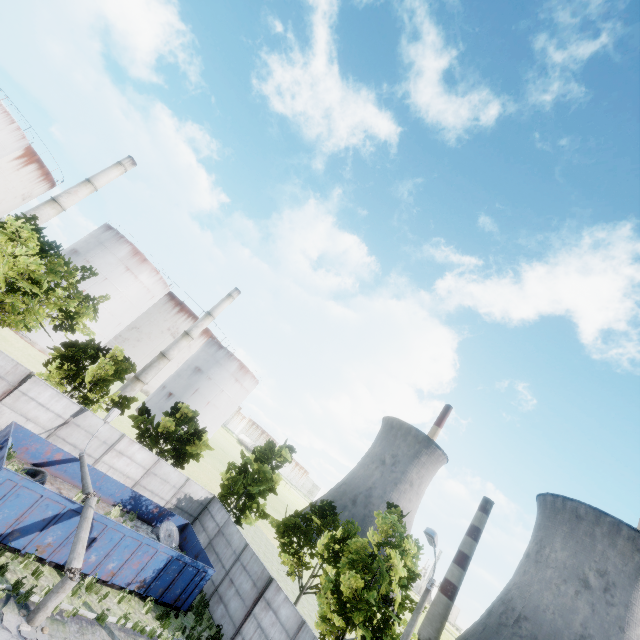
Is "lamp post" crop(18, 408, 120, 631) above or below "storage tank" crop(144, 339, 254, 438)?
below

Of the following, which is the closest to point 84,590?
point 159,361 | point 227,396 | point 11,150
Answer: point 159,361

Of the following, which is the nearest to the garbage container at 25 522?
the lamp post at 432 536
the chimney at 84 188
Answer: the lamp post at 432 536

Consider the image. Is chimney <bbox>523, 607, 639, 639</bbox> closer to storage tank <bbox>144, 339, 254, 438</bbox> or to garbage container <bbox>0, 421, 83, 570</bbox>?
storage tank <bbox>144, 339, 254, 438</bbox>

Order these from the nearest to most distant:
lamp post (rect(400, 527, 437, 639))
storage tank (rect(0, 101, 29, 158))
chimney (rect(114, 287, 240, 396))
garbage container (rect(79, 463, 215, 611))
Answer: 1. lamp post (rect(400, 527, 437, 639))
2. garbage container (rect(79, 463, 215, 611))
3. storage tank (rect(0, 101, 29, 158))
4. chimney (rect(114, 287, 240, 396))

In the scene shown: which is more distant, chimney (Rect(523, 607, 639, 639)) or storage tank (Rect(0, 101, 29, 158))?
chimney (Rect(523, 607, 639, 639))

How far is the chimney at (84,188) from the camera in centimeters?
3944cm

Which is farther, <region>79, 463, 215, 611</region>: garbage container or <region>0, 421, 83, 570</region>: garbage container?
<region>79, 463, 215, 611</region>: garbage container
